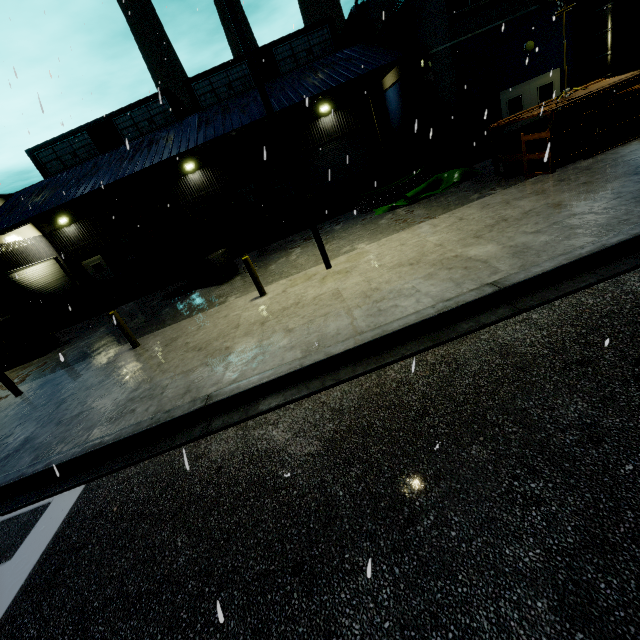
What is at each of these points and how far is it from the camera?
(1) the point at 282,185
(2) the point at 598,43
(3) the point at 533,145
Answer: (1) door, 22.3m
(2) vent duct, 13.8m
(3) pallet, 10.4m

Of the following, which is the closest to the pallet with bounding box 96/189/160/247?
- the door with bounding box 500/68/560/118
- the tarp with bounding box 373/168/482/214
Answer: the tarp with bounding box 373/168/482/214

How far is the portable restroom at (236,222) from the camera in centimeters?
1717cm

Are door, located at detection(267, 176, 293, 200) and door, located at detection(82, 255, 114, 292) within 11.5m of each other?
no

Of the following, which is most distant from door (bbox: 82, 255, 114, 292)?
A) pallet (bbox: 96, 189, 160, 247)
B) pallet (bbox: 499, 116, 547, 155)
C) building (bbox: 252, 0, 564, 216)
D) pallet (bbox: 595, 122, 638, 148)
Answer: pallet (bbox: 595, 122, 638, 148)

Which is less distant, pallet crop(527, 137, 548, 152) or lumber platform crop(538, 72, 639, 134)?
lumber platform crop(538, 72, 639, 134)

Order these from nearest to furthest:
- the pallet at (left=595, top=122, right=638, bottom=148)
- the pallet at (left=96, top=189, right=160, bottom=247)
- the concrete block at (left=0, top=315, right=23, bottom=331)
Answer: the pallet at (left=595, top=122, right=638, bottom=148), the pallet at (left=96, top=189, right=160, bottom=247), the concrete block at (left=0, top=315, right=23, bottom=331)

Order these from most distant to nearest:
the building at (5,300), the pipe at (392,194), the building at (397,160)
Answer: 1. the building at (5,300)
2. the pipe at (392,194)
3. the building at (397,160)
